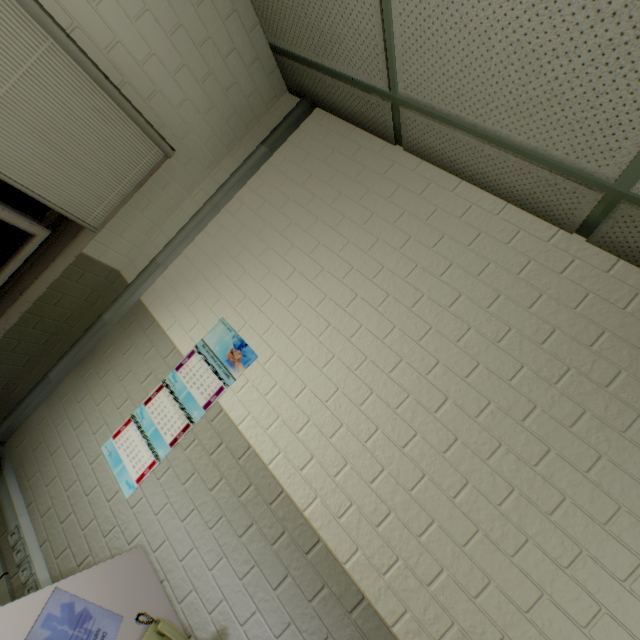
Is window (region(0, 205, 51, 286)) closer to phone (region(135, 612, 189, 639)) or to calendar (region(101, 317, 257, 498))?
calendar (region(101, 317, 257, 498))

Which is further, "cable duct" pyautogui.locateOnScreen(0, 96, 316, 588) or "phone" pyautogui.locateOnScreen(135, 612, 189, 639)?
"cable duct" pyautogui.locateOnScreen(0, 96, 316, 588)

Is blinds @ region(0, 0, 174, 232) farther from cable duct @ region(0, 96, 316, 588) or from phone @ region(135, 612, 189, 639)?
phone @ region(135, 612, 189, 639)

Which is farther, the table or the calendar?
the calendar

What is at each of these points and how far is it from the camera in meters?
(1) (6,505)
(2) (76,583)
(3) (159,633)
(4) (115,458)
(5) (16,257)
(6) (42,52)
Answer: (1) cable duct, 1.8
(2) table, 1.2
(3) phone, 1.3
(4) calendar, 1.8
(5) window, 1.8
(6) blinds, 1.3

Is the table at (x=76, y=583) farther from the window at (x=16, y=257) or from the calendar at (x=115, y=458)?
the window at (x=16, y=257)

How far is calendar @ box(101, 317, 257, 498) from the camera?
1.68m

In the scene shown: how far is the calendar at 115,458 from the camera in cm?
168
